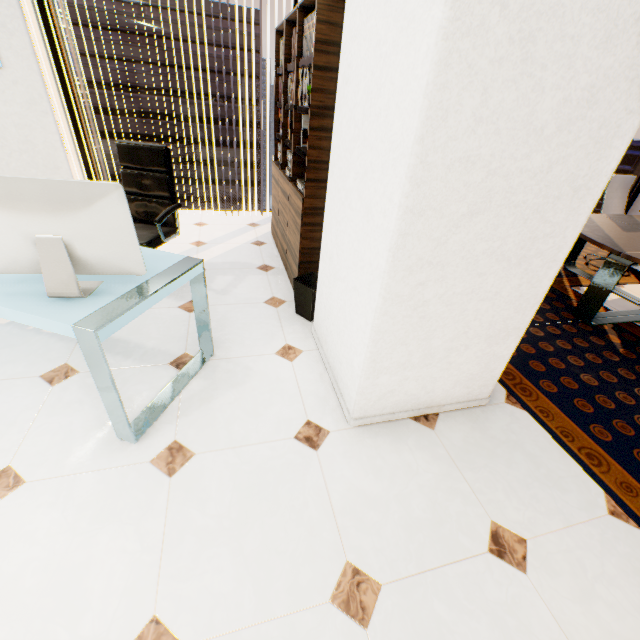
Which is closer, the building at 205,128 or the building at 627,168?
the building at 205,128

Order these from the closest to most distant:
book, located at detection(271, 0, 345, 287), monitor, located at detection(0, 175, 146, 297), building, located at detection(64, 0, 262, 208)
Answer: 1. monitor, located at detection(0, 175, 146, 297)
2. book, located at detection(271, 0, 345, 287)
3. building, located at detection(64, 0, 262, 208)

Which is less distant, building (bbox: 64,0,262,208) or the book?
the book

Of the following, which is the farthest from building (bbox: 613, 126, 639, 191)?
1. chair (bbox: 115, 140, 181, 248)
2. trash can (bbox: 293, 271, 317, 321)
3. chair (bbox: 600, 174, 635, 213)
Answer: chair (bbox: 115, 140, 181, 248)

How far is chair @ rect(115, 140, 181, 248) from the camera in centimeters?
278cm

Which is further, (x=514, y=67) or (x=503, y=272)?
(x=503, y=272)

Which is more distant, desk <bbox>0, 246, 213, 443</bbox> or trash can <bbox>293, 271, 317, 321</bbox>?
trash can <bbox>293, 271, 317, 321</bbox>

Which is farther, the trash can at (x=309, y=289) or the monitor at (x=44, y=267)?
the trash can at (x=309, y=289)
